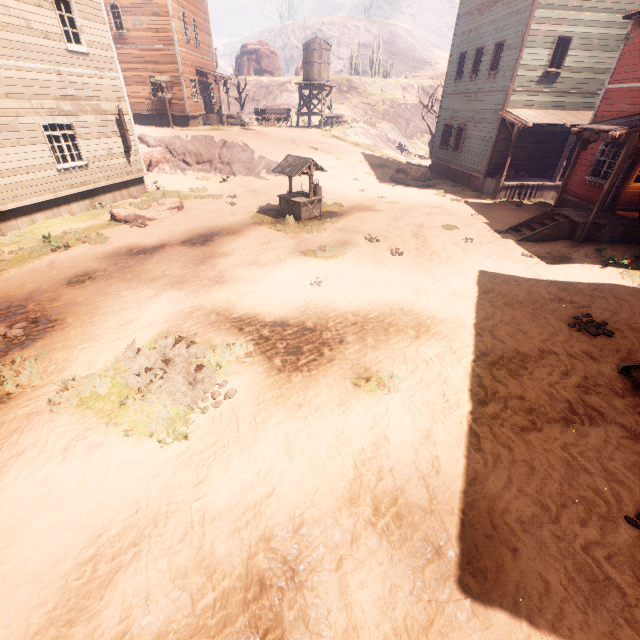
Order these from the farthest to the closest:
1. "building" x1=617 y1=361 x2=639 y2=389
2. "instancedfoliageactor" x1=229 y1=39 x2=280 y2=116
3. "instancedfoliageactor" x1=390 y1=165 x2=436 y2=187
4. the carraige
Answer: "instancedfoliageactor" x1=229 y1=39 x2=280 y2=116 → the carraige → "instancedfoliageactor" x1=390 y1=165 x2=436 y2=187 → "building" x1=617 y1=361 x2=639 y2=389

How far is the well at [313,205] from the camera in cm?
1280

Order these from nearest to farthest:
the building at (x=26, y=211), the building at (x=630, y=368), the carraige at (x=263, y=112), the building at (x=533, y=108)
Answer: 1. the building at (x=630, y=368)
2. the building at (x=26, y=211)
3. the building at (x=533, y=108)
4. the carraige at (x=263, y=112)

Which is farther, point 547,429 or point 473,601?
point 547,429

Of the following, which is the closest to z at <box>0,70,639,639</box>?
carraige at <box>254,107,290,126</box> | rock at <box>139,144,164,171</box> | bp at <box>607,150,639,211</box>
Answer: rock at <box>139,144,164,171</box>

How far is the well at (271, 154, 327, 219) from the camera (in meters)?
12.80

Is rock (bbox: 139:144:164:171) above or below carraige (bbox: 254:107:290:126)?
below

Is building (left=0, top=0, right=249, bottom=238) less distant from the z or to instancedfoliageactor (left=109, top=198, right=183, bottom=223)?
the z
